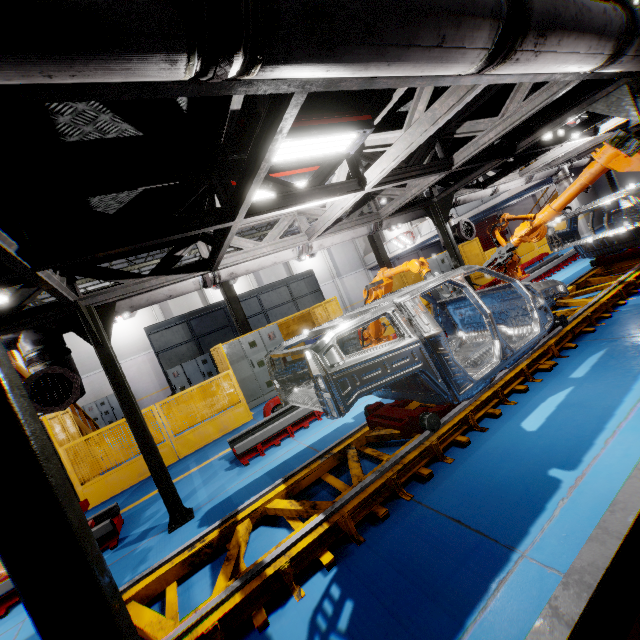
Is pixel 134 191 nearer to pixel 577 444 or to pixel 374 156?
pixel 374 156

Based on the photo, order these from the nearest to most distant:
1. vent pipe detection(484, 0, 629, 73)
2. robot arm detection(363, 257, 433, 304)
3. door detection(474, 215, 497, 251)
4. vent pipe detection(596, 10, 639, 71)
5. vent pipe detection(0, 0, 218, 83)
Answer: vent pipe detection(0, 0, 218, 83) < vent pipe detection(484, 0, 629, 73) < vent pipe detection(596, 10, 639, 71) < robot arm detection(363, 257, 433, 304) < door detection(474, 215, 497, 251)

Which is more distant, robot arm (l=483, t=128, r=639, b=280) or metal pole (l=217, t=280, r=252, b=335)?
metal pole (l=217, t=280, r=252, b=335)

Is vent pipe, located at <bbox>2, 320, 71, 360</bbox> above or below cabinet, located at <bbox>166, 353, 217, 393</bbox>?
above

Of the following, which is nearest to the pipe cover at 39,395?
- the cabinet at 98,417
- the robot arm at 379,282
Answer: the robot arm at 379,282

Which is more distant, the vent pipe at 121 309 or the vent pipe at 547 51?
the vent pipe at 121 309

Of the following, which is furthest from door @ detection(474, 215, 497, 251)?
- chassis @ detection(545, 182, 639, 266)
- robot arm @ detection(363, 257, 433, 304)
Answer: robot arm @ detection(363, 257, 433, 304)

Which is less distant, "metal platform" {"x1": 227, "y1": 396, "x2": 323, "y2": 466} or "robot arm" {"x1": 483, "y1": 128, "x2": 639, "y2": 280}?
"robot arm" {"x1": 483, "y1": 128, "x2": 639, "y2": 280}
